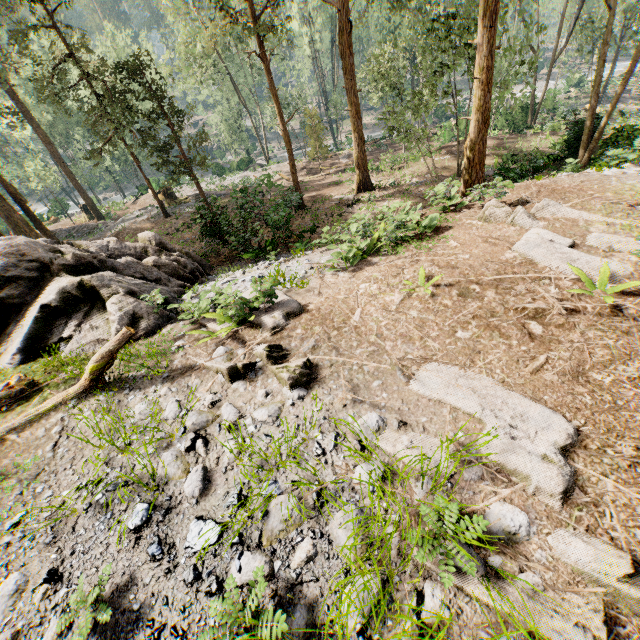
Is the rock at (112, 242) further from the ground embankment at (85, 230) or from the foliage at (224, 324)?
the ground embankment at (85, 230)

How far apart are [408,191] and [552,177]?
10.4m

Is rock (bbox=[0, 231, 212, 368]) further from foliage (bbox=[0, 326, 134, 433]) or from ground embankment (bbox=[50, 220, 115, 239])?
ground embankment (bbox=[50, 220, 115, 239])

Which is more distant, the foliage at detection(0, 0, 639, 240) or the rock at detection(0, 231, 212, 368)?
the foliage at detection(0, 0, 639, 240)

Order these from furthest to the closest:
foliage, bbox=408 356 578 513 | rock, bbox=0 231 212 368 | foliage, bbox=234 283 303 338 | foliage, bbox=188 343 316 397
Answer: rock, bbox=0 231 212 368 → foliage, bbox=234 283 303 338 → foliage, bbox=188 343 316 397 → foliage, bbox=408 356 578 513

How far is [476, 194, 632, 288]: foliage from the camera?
5.7 meters

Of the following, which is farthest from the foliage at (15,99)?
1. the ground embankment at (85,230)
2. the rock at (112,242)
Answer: the rock at (112,242)
